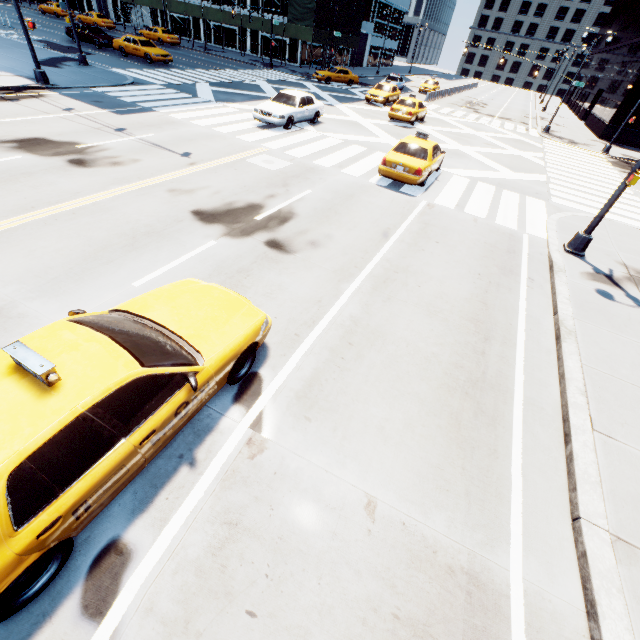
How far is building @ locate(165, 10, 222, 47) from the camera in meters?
44.5

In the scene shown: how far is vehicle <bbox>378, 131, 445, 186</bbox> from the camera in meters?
12.2 m

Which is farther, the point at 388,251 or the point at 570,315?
the point at 388,251

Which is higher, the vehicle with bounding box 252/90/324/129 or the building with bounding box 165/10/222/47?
the building with bounding box 165/10/222/47

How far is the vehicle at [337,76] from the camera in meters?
33.5 m

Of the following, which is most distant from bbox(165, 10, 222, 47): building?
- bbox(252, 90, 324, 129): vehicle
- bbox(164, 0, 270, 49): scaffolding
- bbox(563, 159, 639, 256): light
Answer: bbox(563, 159, 639, 256): light

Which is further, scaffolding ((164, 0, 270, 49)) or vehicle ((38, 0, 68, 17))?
vehicle ((38, 0, 68, 17))

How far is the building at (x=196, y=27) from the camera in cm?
4447
